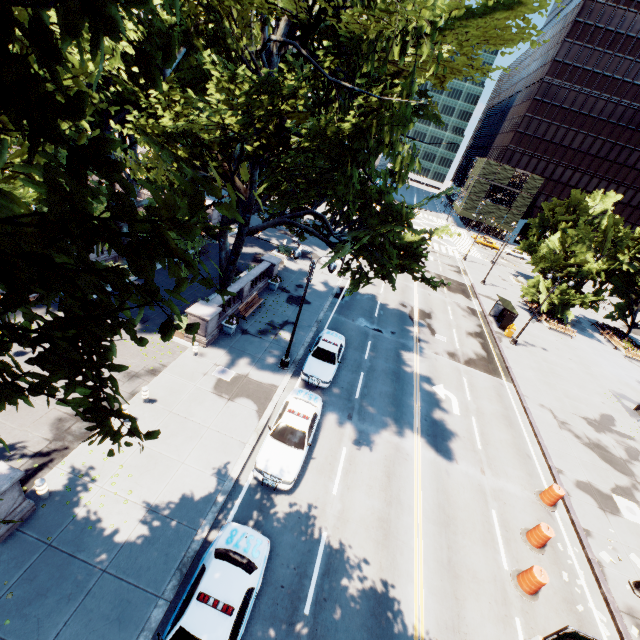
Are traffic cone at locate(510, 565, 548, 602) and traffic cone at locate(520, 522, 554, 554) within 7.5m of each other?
yes

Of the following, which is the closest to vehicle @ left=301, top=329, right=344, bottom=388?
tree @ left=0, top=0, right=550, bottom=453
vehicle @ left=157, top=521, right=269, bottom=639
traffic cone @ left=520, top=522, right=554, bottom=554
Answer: vehicle @ left=157, top=521, right=269, bottom=639

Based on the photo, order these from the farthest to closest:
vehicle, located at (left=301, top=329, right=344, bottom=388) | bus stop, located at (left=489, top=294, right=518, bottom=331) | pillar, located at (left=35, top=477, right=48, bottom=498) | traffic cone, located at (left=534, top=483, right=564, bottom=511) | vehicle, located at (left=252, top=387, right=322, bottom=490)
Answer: bus stop, located at (left=489, top=294, right=518, bottom=331), vehicle, located at (left=301, top=329, right=344, bottom=388), traffic cone, located at (left=534, top=483, right=564, bottom=511), vehicle, located at (left=252, top=387, right=322, bottom=490), pillar, located at (left=35, top=477, right=48, bottom=498)

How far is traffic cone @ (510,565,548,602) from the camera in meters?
12.1

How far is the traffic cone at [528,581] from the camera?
12.09m

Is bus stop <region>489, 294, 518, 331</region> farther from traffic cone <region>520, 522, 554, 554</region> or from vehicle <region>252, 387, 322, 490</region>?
traffic cone <region>520, 522, 554, 554</region>

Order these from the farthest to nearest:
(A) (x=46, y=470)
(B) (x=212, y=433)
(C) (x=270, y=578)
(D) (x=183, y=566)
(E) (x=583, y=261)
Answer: (E) (x=583, y=261)
(B) (x=212, y=433)
(A) (x=46, y=470)
(C) (x=270, y=578)
(D) (x=183, y=566)

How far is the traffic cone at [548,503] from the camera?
15.9 meters
